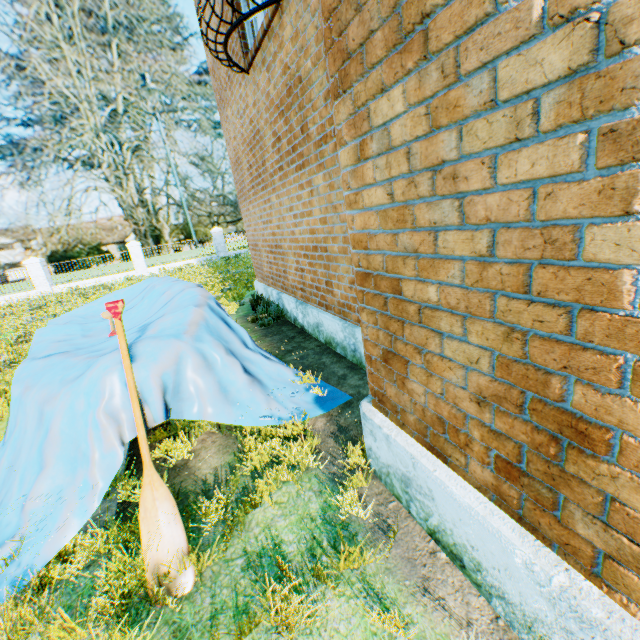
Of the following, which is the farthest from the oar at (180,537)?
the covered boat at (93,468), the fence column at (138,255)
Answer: the fence column at (138,255)

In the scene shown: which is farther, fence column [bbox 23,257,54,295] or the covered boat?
fence column [bbox 23,257,54,295]

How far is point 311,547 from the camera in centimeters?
215cm

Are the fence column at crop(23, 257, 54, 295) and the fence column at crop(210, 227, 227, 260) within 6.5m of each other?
no

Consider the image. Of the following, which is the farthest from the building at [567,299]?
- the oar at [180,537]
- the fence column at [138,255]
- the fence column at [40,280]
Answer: the fence column at [40,280]

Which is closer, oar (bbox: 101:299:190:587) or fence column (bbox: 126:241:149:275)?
oar (bbox: 101:299:190:587)

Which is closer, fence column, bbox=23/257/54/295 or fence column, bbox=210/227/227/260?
fence column, bbox=23/257/54/295

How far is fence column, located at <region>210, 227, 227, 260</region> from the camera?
23.5m
